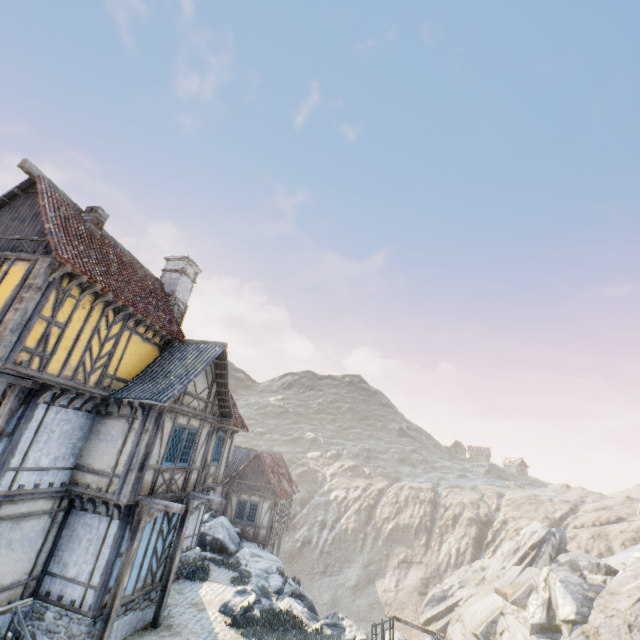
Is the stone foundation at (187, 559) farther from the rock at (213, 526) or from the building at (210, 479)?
the rock at (213, 526)

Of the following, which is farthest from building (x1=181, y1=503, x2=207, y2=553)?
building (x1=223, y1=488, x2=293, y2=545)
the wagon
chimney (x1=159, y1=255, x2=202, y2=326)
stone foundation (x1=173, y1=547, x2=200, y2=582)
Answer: building (x1=223, y1=488, x2=293, y2=545)

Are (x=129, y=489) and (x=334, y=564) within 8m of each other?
no

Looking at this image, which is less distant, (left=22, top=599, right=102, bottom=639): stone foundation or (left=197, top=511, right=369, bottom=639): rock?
(left=22, top=599, right=102, bottom=639): stone foundation

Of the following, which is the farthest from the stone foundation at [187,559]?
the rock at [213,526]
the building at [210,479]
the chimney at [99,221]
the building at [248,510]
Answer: the chimney at [99,221]

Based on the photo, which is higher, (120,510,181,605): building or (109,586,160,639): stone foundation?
(120,510,181,605): building

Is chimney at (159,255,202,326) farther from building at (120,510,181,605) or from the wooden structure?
the wooden structure

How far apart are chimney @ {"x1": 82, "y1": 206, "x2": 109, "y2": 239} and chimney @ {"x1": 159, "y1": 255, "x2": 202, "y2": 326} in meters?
4.6
